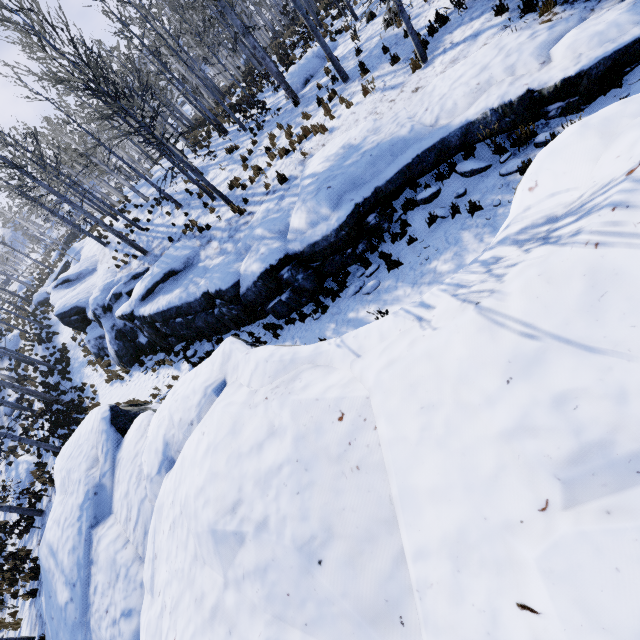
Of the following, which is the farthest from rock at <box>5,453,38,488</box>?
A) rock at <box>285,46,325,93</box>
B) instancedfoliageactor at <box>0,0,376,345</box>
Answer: rock at <box>285,46,325,93</box>

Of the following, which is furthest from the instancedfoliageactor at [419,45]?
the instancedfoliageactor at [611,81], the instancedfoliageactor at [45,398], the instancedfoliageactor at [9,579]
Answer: the instancedfoliageactor at [9,579]

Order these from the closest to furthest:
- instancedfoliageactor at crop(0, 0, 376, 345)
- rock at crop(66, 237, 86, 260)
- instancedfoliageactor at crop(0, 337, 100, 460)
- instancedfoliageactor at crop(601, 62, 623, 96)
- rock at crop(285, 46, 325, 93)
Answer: instancedfoliageactor at crop(601, 62, 623, 96)
instancedfoliageactor at crop(0, 0, 376, 345)
instancedfoliageactor at crop(0, 337, 100, 460)
rock at crop(285, 46, 325, 93)
rock at crop(66, 237, 86, 260)

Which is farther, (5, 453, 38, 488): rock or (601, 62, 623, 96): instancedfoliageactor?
(5, 453, 38, 488): rock

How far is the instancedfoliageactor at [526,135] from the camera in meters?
6.3 m

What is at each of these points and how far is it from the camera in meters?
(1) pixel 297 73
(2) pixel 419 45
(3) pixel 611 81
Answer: (1) rock, 15.2
(2) instancedfoliageactor, 8.6
(3) instancedfoliageactor, 5.7

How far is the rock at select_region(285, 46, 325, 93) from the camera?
15.12m

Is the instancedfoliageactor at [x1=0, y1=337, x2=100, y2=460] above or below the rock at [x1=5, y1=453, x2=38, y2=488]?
above
